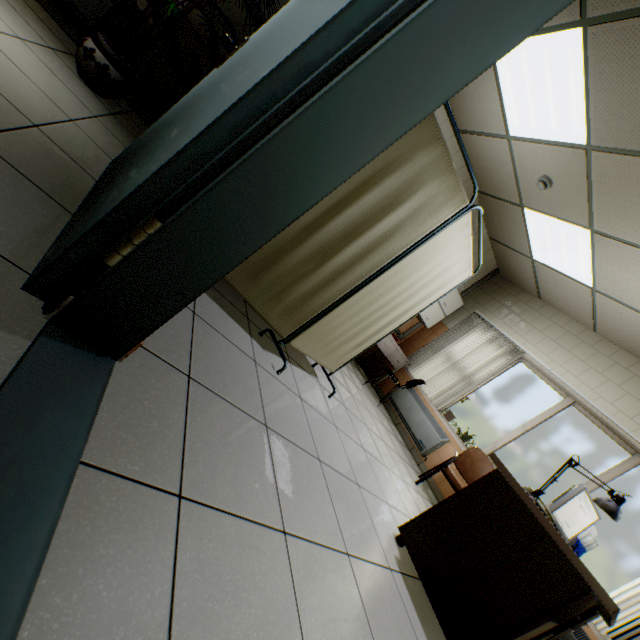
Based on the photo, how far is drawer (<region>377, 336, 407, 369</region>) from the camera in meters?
5.5 m

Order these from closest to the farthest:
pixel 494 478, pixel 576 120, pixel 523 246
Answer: pixel 494 478, pixel 576 120, pixel 523 246

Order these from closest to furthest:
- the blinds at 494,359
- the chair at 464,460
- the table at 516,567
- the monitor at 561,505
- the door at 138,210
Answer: the door at 138,210 < the table at 516,567 < the monitor at 561,505 < the chair at 464,460 < the blinds at 494,359

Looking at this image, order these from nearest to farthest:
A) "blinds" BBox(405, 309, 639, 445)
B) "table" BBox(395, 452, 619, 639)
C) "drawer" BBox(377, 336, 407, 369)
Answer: "table" BBox(395, 452, 619, 639) → "blinds" BBox(405, 309, 639, 445) → "drawer" BBox(377, 336, 407, 369)

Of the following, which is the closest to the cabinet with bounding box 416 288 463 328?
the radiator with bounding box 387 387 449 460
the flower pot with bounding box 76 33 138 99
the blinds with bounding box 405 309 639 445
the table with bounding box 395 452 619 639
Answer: the blinds with bounding box 405 309 639 445

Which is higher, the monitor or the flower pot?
the monitor

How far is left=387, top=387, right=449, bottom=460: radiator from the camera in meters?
4.9

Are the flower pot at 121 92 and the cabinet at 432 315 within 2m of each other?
no
